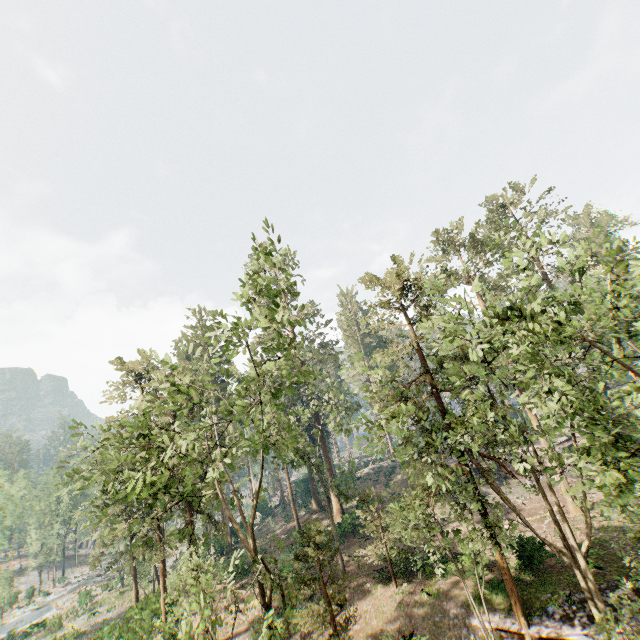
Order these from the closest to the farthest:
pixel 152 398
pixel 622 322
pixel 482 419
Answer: pixel 482 419, pixel 622 322, pixel 152 398

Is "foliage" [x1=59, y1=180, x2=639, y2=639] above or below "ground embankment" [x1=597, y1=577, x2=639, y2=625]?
above

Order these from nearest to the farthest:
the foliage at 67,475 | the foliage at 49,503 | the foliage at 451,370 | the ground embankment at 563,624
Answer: the foliage at 451,370
the foliage at 67,475
the ground embankment at 563,624
the foliage at 49,503

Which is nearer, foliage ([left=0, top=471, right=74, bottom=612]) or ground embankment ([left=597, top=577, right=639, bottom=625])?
ground embankment ([left=597, top=577, right=639, bottom=625])

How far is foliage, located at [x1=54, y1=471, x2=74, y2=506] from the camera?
12.96m

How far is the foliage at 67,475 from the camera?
13.0 meters

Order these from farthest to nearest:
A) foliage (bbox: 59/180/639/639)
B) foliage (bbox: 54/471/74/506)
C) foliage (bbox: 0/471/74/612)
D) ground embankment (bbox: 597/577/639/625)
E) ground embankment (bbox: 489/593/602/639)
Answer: foliage (bbox: 0/471/74/612), ground embankment (bbox: 597/577/639/625), ground embankment (bbox: 489/593/602/639), foliage (bbox: 54/471/74/506), foliage (bbox: 59/180/639/639)
